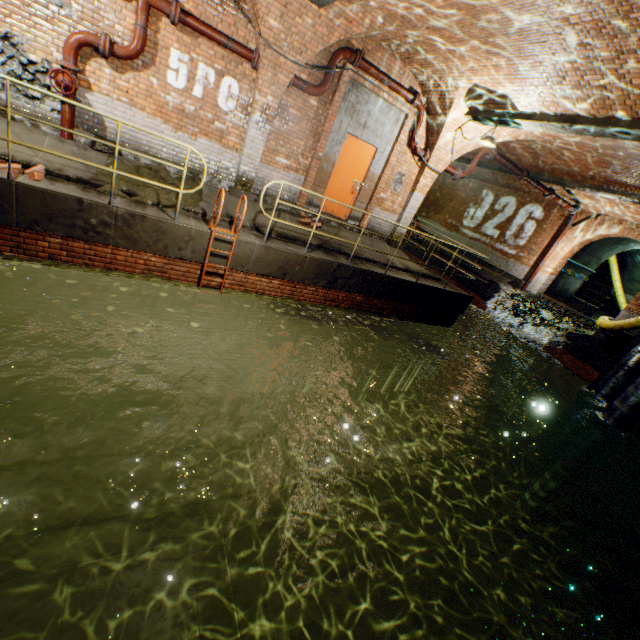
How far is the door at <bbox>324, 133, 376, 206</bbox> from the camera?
8.7m

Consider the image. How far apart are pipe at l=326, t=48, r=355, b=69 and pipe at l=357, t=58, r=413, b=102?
0.2 meters

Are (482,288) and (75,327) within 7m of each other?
no

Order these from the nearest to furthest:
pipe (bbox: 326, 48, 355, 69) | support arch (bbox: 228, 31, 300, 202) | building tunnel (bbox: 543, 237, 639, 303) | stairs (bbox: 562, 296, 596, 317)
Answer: support arch (bbox: 228, 31, 300, 202)
pipe (bbox: 326, 48, 355, 69)
building tunnel (bbox: 543, 237, 639, 303)
stairs (bbox: 562, 296, 596, 317)

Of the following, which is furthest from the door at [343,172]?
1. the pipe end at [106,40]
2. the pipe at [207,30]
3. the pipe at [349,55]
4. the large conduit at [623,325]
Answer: the large conduit at [623,325]

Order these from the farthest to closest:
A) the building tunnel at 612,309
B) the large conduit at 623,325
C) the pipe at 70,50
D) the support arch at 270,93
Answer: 1. the building tunnel at 612,309
2. the large conduit at 623,325
3. the support arch at 270,93
4. the pipe at 70,50

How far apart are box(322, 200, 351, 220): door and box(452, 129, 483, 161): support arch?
1.7 meters

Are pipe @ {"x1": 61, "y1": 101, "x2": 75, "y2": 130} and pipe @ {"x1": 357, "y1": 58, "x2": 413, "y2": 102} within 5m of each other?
no
